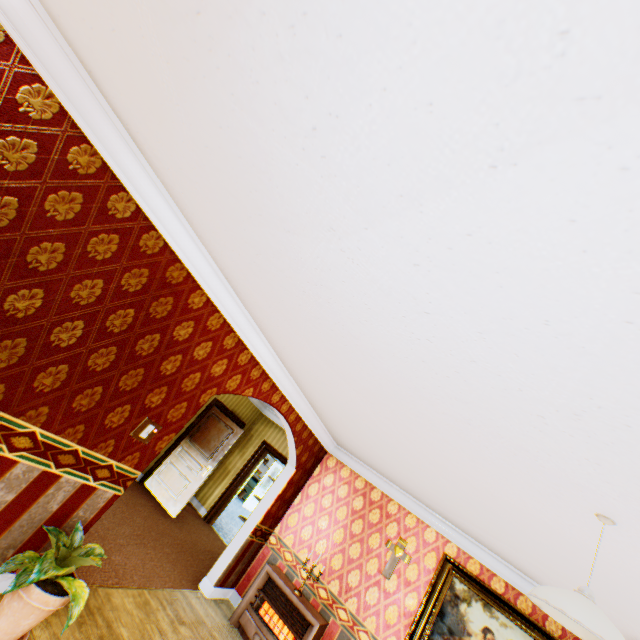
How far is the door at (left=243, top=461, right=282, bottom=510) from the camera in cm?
1355

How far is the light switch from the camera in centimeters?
323cm

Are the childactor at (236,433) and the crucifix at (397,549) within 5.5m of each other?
yes

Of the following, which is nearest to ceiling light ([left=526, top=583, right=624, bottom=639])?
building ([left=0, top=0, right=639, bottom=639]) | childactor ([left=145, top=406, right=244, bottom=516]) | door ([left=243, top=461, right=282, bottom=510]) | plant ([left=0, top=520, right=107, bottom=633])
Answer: building ([left=0, top=0, right=639, bottom=639])

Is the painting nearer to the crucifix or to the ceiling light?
the crucifix

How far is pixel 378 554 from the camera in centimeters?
544cm

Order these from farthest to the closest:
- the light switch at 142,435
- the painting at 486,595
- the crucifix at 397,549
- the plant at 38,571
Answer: the crucifix at 397,549 < the painting at 486,595 < the light switch at 142,435 < the plant at 38,571

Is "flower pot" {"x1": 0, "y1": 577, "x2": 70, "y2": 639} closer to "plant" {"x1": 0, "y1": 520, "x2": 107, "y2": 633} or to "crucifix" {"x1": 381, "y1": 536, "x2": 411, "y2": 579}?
"plant" {"x1": 0, "y1": 520, "x2": 107, "y2": 633}
